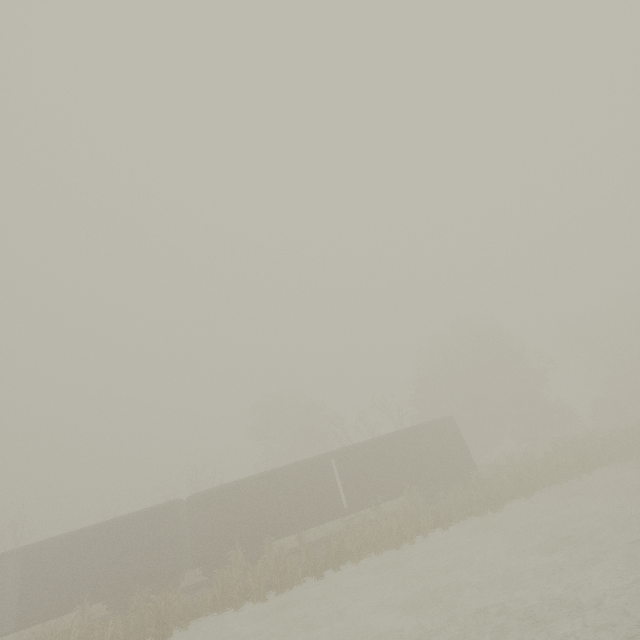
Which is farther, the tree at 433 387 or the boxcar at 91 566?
the boxcar at 91 566

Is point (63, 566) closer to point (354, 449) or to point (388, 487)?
point (354, 449)

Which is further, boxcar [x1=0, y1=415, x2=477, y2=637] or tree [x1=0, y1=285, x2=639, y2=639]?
boxcar [x1=0, y1=415, x2=477, y2=637]
